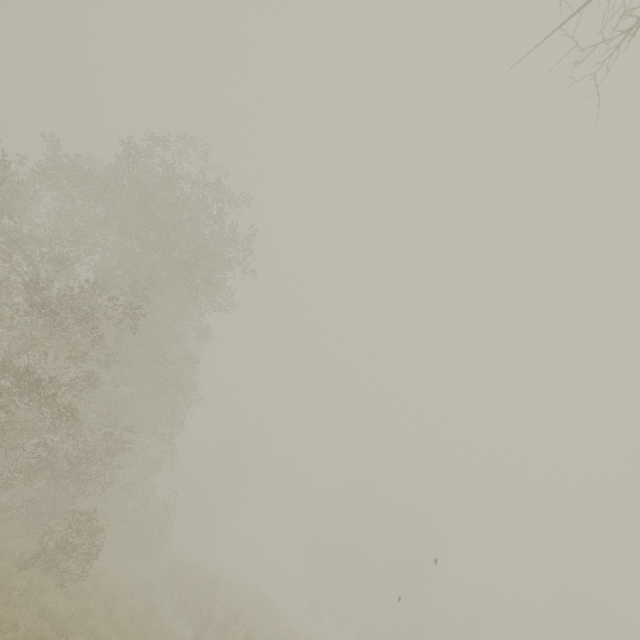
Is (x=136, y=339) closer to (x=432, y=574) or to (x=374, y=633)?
(x=374, y=633)
